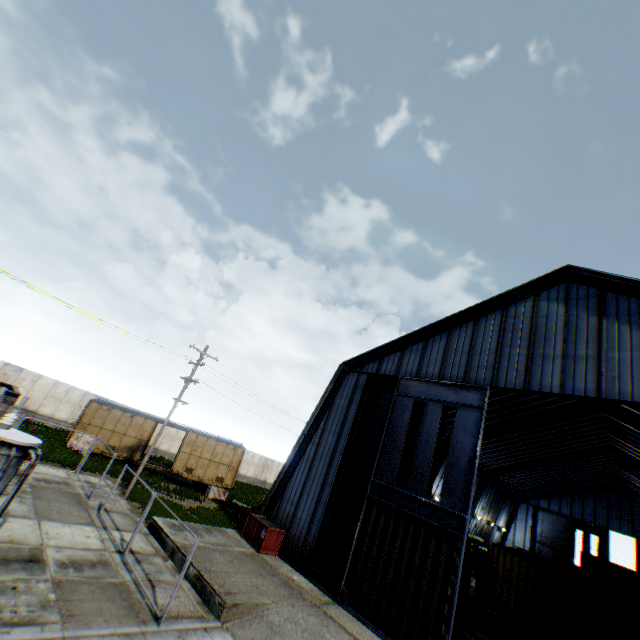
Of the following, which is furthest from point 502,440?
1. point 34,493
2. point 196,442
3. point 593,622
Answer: point 34,493

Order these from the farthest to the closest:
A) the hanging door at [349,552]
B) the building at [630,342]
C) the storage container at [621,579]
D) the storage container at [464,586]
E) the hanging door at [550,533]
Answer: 1. the hanging door at [550,533]
2. the storage container at [464,586]
3. the storage container at [621,579]
4. the building at [630,342]
5. the hanging door at [349,552]

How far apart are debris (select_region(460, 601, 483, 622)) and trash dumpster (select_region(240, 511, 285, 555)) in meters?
12.6 m

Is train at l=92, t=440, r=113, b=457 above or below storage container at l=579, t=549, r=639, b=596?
below

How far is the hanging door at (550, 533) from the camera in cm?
4184

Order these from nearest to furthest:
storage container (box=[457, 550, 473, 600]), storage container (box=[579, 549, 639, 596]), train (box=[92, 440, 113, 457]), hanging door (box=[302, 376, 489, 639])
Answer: hanging door (box=[302, 376, 489, 639]), storage container (box=[579, 549, 639, 596]), storage container (box=[457, 550, 473, 600]), train (box=[92, 440, 113, 457])

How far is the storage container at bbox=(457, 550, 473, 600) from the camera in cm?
2292

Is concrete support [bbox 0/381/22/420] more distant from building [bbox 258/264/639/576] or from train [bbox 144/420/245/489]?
building [bbox 258/264/639/576]
